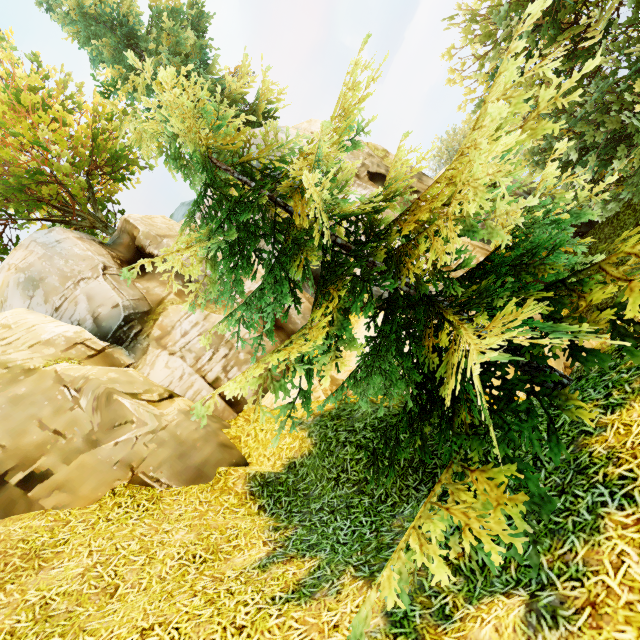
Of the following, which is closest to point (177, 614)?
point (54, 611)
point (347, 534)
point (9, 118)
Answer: point (54, 611)
